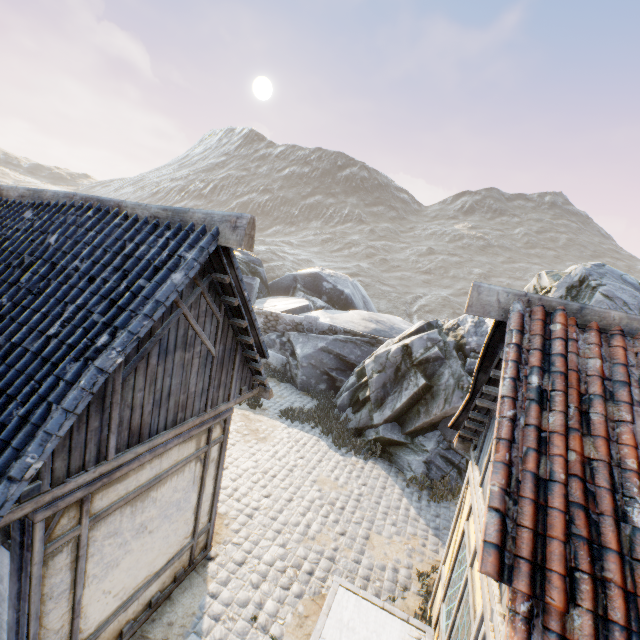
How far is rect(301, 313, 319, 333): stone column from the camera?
16.6m

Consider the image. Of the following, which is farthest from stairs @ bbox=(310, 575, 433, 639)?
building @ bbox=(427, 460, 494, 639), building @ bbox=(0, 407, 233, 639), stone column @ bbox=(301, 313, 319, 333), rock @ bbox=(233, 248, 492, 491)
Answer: stone column @ bbox=(301, 313, 319, 333)

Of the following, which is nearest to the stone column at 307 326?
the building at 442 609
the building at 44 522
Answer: the building at 44 522

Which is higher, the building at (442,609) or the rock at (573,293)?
the rock at (573,293)

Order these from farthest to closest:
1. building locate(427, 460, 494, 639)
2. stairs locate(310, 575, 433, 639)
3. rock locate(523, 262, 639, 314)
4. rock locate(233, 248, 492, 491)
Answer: rock locate(233, 248, 492, 491) < rock locate(523, 262, 639, 314) < stairs locate(310, 575, 433, 639) < building locate(427, 460, 494, 639)

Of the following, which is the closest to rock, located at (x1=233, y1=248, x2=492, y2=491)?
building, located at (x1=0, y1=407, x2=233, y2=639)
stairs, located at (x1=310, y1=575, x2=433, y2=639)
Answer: building, located at (x1=0, y1=407, x2=233, y2=639)

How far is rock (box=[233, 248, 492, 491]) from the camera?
10.2m

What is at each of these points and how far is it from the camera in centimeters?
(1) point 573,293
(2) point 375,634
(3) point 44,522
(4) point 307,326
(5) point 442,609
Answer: (1) rock, 942cm
(2) stairs, 462cm
(3) building, 311cm
(4) stone column, 1669cm
(5) building, 482cm
